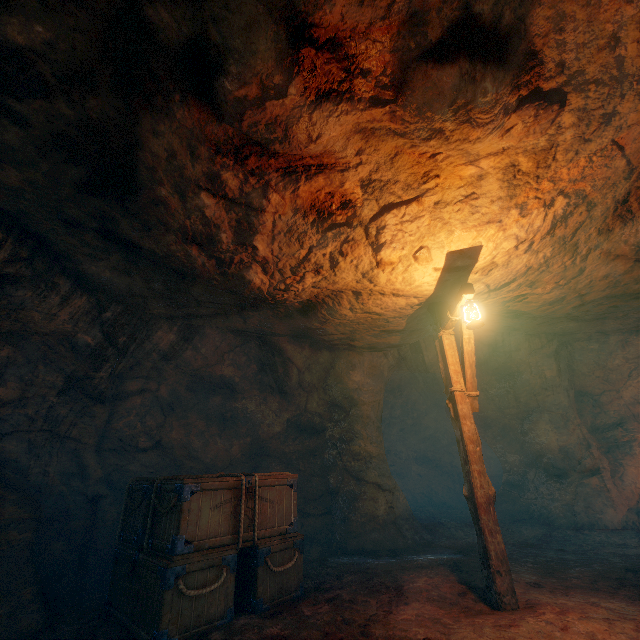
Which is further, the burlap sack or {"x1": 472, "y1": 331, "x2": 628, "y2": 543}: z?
{"x1": 472, "y1": 331, "x2": 628, "y2": 543}: z

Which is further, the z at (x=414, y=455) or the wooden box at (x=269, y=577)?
the z at (x=414, y=455)

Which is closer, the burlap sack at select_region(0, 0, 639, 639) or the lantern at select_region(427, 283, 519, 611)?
the burlap sack at select_region(0, 0, 639, 639)

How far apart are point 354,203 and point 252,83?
1.9m

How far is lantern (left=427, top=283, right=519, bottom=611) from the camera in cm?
435

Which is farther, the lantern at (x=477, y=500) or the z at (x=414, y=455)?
the z at (x=414, y=455)

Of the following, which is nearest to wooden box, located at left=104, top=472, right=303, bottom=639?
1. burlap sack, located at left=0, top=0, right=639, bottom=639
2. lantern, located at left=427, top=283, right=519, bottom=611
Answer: burlap sack, located at left=0, top=0, right=639, bottom=639

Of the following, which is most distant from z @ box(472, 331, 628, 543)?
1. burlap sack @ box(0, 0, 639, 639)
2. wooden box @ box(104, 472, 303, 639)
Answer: wooden box @ box(104, 472, 303, 639)
